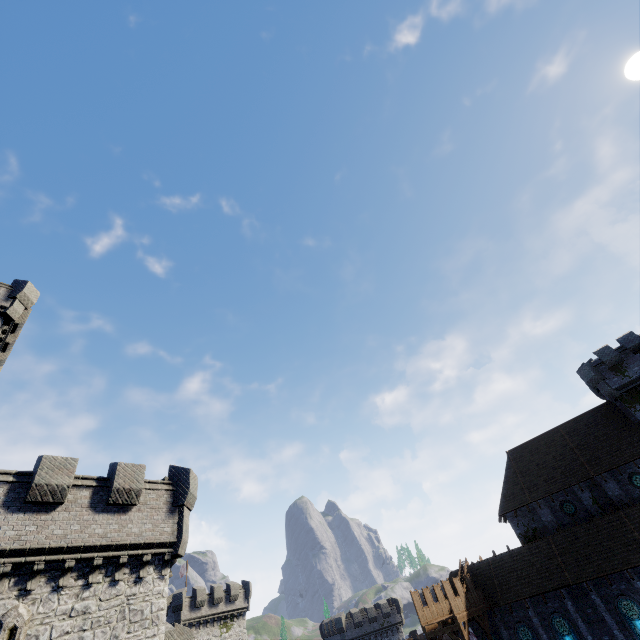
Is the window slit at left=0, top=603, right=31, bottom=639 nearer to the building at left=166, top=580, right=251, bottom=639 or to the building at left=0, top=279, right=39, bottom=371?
the building at left=0, top=279, right=39, bottom=371

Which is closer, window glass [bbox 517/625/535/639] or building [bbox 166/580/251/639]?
window glass [bbox 517/625/535/639]

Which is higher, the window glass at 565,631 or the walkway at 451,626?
the walkway at 451,626

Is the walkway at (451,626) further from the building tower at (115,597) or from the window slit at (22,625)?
the window slit at (22,625)

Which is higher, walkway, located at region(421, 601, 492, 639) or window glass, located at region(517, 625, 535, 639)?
walkway, located at region(421, 601, 492, 639)

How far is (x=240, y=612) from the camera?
44.3m

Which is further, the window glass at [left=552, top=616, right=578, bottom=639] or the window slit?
the window glass at [left=552, top=616, right=578, bottom=639]

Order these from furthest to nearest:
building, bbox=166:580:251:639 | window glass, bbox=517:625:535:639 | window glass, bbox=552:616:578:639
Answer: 1. building, bbox=166:580:251:639
2. window glass, bbox=517:625:535:639
3. window glass, bbox=552:616:578:639
